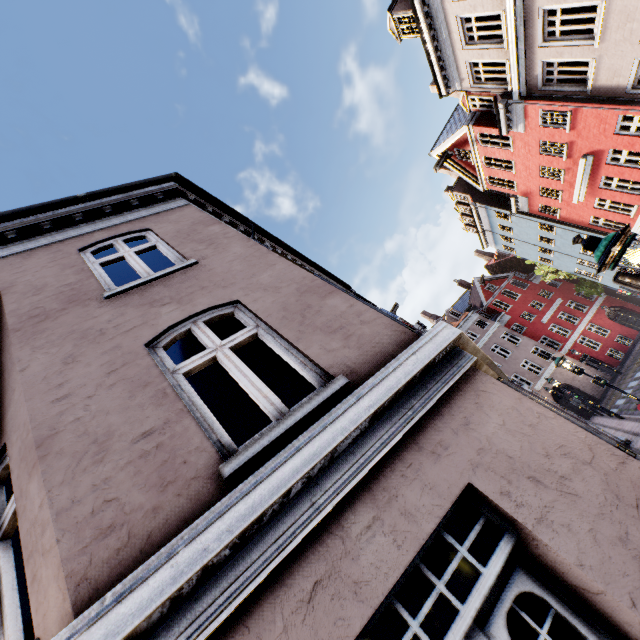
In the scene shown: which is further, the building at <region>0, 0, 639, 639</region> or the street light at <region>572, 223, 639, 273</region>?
the street light at <region>572, 223, 639, 273</region>

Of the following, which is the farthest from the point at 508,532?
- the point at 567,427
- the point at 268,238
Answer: the point at 268,238

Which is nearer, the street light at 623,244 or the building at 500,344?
the building at 500,344
